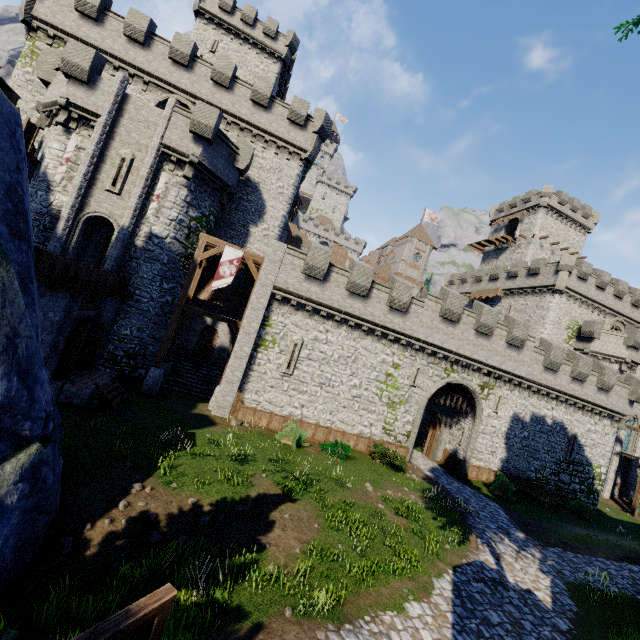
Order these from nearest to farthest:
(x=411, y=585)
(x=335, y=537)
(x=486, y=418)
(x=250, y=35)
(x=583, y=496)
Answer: (x=411, y=585) → (x=335, y=537) → (x=486, y=418) → (x=583, y=496) → (x=250, y=35)

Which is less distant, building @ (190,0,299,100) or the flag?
the flag

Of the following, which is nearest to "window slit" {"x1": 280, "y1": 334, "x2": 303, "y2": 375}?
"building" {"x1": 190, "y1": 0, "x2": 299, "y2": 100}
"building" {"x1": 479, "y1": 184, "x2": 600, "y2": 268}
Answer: "building" {"x1": 190, "y1": 0, "x2": 299, "y2": 100}

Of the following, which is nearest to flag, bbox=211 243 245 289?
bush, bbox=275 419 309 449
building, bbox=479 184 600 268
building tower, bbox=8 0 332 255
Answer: building tower, bbox=8 0 332 255

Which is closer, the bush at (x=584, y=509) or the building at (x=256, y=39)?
the bush at (x=584, y=509)

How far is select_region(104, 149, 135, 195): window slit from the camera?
18.9 meters

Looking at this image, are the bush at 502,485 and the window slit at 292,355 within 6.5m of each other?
no

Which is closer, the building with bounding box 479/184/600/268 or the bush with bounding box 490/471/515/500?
the bush with bounding box 490/471/515/500
